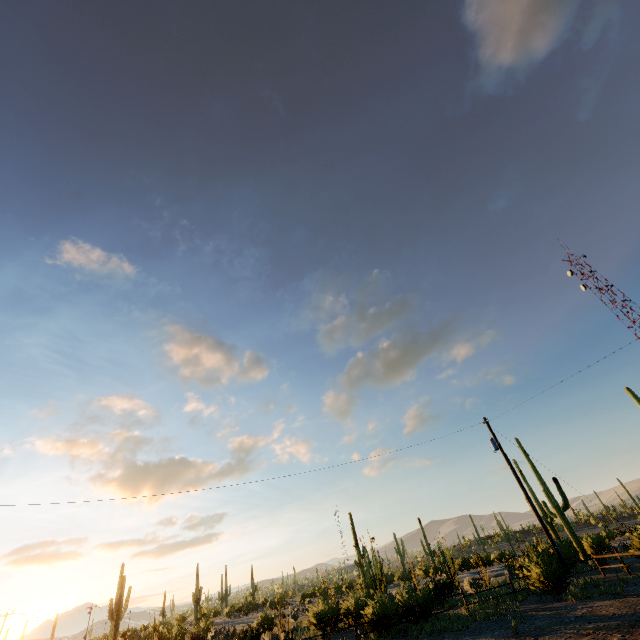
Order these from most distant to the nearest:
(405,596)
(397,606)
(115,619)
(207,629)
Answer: (115,619) → (207,629) → (405,596) → (397,606)
